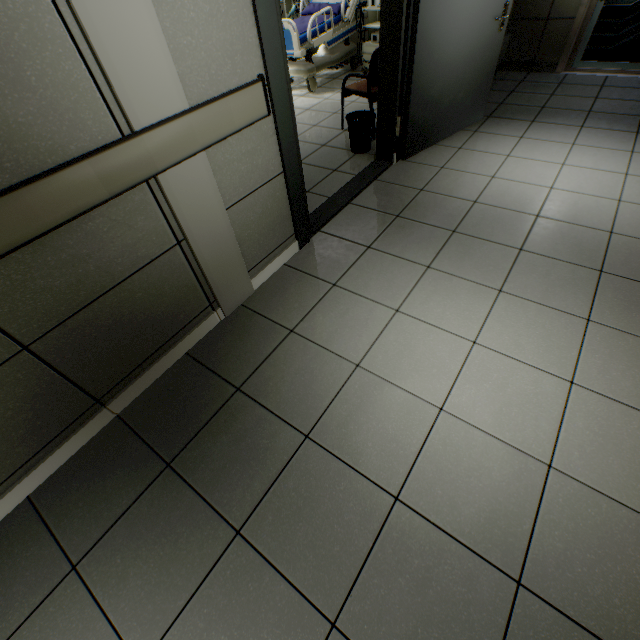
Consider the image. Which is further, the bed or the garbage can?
the bed

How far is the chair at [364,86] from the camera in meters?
3.4

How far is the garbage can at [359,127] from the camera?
3.5m

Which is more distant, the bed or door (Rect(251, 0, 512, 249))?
the bed

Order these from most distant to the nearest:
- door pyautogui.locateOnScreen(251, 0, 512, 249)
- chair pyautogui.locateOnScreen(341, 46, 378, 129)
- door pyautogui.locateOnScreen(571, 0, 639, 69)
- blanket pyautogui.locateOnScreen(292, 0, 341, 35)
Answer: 1. blanket pyautogui.locateOnScreen(292, 0, 341, 35)
2. door pyautogui.locateOnScreen(571, 0, 639, 69)
3. chair pyautogui.locateOnScreen(341, 46, 378, 129)
4. door pyautogui.locateOnScreen(251, 0, 512, 249)

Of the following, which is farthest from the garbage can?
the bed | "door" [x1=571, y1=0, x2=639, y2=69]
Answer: "door" [x1=571, y1=0, x2=639, y2=69]

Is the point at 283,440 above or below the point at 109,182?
below

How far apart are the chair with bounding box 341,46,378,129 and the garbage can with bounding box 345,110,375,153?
0.2m
